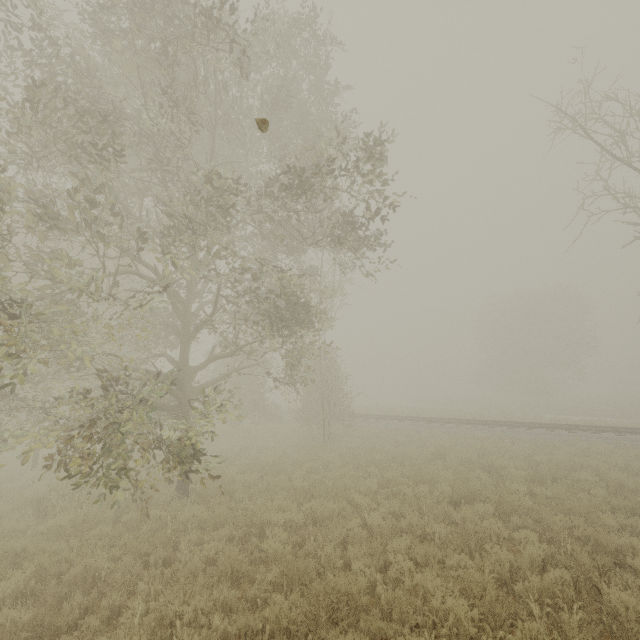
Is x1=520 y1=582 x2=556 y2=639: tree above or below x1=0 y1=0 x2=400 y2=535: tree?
below

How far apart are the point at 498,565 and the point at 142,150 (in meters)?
12.91

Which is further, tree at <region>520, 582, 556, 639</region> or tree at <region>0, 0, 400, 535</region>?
tree at <region>0, 0, 400, 535</region>

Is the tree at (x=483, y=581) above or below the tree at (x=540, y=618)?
above
